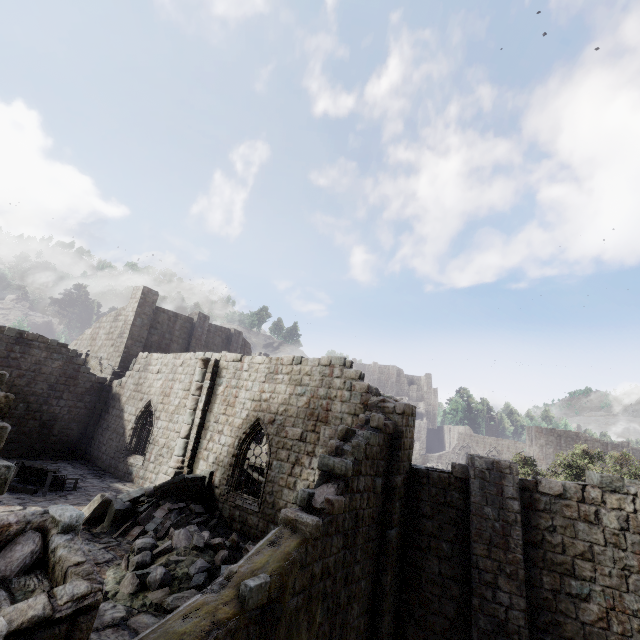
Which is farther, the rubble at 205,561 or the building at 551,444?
the building at 551,444

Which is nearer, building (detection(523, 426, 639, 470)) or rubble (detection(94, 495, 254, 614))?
rubble (detection(94, 495, 254, 614))

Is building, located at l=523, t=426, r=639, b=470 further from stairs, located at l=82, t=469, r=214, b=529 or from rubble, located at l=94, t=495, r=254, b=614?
rubble, located at l=94, t=495, r=254, b=614

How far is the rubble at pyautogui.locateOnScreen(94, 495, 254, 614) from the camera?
7.1m

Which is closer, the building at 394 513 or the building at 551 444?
the building at 394 513

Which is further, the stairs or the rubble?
the stairs

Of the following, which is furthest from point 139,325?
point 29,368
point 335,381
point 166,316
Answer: point 335,381

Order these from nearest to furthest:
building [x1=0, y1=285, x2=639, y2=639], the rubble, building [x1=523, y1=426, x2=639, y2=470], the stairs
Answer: building [x1=0, y1=285, x2=639, y2=639], the rubble, the stairs, building [x1=523, y1=426, x2=639, y2=470]
